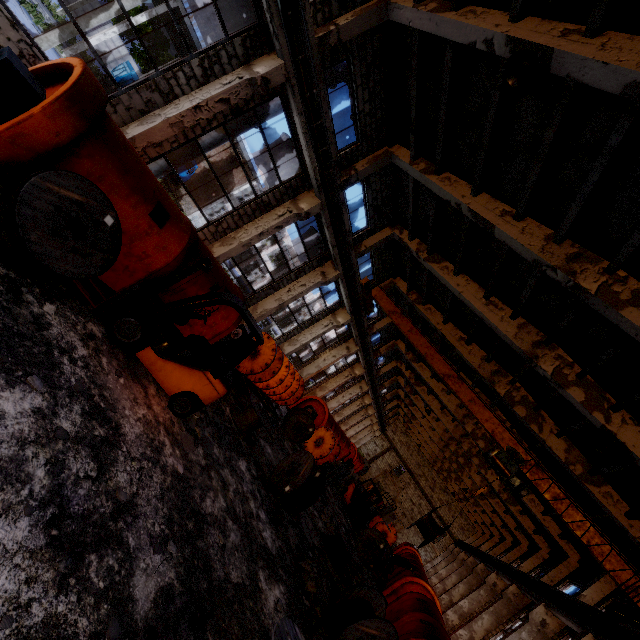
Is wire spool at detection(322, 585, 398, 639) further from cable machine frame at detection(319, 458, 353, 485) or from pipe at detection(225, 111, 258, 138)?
pipe at detection(225, 111, 258, 138)

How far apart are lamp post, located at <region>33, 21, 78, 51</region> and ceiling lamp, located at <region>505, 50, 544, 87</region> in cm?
1424

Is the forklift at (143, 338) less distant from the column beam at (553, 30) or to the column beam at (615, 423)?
the column beam at (553, 30)

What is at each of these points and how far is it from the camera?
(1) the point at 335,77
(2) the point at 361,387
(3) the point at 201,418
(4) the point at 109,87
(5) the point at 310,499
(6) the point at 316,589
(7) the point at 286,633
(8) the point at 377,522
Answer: (1) pipe, 11.24m
(2) column beam, 31.39m
(3) concrete debris, 7.47m
(4) truck, 23.67m
(5) wire spool, 9.23m
(6) concrete debris, 8.21m
(7) wire spool, 4.51m
(8) cable machine, 23.52m

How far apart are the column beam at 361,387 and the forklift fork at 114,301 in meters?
26.0

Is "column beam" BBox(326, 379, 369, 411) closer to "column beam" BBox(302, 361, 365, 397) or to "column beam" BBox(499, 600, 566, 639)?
"column beam" BBox(302, 361, 365, 397)

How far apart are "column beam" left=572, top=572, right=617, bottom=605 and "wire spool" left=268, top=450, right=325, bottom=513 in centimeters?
1362cm

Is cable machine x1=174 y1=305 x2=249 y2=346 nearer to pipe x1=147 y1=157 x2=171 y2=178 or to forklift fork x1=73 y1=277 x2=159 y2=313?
forklift fork x1=73 y1=277 x2=159 y2=313
